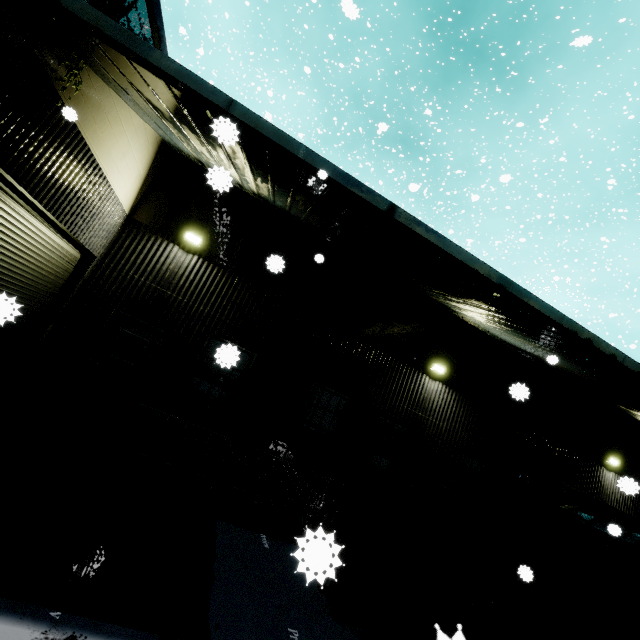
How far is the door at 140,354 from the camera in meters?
8.3

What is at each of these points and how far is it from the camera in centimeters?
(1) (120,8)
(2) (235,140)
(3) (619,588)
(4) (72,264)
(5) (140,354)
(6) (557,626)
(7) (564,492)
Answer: (1) tree, 521cm
(2) building, 220cm
(3) portable restroom, 568cm
(4) roll-up door, 802cm
(5) door, 879cm
(6) pallet, 583cm
(7) roll-up door, 1305cm

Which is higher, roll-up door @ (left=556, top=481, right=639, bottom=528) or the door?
roll-up door @ (left=556, top=481, right=639, bottom=528)

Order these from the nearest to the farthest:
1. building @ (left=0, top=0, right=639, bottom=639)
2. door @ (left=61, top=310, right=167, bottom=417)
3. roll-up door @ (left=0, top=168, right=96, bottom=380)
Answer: building @ (left=0, top=0, right=639, bottom=639) → roll-up door @ (left=0, top=168, right=96, bottom=380) → door @ (left=61, top=310, right=167, bottom=417)

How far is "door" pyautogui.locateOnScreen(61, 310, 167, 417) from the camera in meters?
8.3 m

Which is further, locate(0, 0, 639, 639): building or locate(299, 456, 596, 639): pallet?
locate(299, 456, 596, 639): pallet

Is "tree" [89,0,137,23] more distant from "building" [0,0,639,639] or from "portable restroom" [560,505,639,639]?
"portable restroom" [560,505,639,639]

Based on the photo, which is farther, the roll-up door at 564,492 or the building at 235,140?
the roll-up door at 564,492
